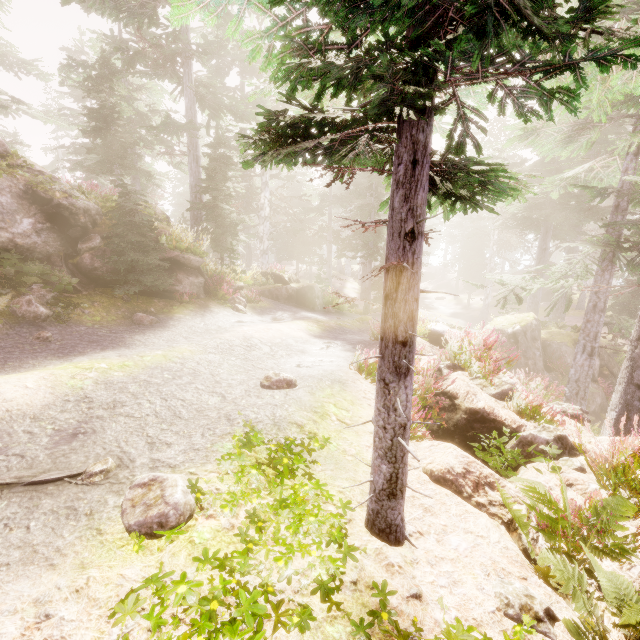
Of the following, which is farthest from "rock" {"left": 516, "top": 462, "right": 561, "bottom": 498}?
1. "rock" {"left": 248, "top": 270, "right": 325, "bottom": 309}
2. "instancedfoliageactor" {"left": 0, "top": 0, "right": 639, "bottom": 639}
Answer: "rock" {"left": 248, "top": 270, "right": 325, "bottom": 309}

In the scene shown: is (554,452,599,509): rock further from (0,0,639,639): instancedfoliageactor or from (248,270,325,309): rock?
(248,270,325,309): rock

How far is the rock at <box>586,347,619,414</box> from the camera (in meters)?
17.41

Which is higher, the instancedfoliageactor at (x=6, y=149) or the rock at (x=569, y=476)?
the instancedfoliageactor at (x=6, y=149)

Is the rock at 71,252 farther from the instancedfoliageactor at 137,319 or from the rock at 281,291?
the rock at 281,291

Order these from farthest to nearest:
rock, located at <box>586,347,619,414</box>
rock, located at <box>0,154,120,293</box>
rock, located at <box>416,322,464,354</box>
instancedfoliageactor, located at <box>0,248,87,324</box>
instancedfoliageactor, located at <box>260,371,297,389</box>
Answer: rock, located at <box>586,347,619,414</box>, rock, located at <box>416,322,464,354</box>, rock, located at <box>0,154,120,293</box>, instancedfoliageactor, located at <box>0,248,87,324</box>, instancedfoliageactor, located at <box>260,371,297,389</box>

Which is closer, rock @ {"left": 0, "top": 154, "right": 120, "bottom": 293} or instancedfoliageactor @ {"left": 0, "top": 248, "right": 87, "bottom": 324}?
instancedfoliageactor @ {"left": 0, "top": 248, "right": 87, "bottom": 324}

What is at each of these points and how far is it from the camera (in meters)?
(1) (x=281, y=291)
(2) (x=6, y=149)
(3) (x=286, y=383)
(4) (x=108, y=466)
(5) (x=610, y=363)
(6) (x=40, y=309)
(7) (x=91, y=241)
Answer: (1) rock, 17.84
(2) instancedfoliageactor, 9.13
(3) instancedfoliageactor, 5.74
(4) instancedfoliageactor, 3.33
(5) rock, 20.73
(6) instancedfoliageactor, 7.68
(7) instancedfoliageactor, 9.73
